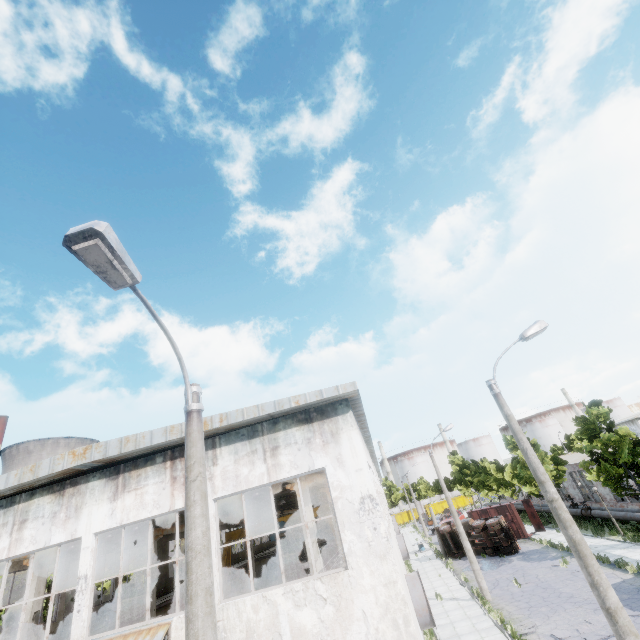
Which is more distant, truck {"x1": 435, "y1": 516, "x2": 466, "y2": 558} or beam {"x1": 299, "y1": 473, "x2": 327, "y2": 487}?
truck {"x1": 435, "y1": 516, "x2": 466, "y2": 558}

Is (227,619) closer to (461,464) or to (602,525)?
(602,525)

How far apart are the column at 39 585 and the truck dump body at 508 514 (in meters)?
37.91

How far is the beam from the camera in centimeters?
1389cm

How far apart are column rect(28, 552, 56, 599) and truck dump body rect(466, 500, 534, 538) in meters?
37.9

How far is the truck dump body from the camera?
32.7 meters

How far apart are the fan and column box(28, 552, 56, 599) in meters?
15.3

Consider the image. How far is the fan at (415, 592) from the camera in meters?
13.9 m
